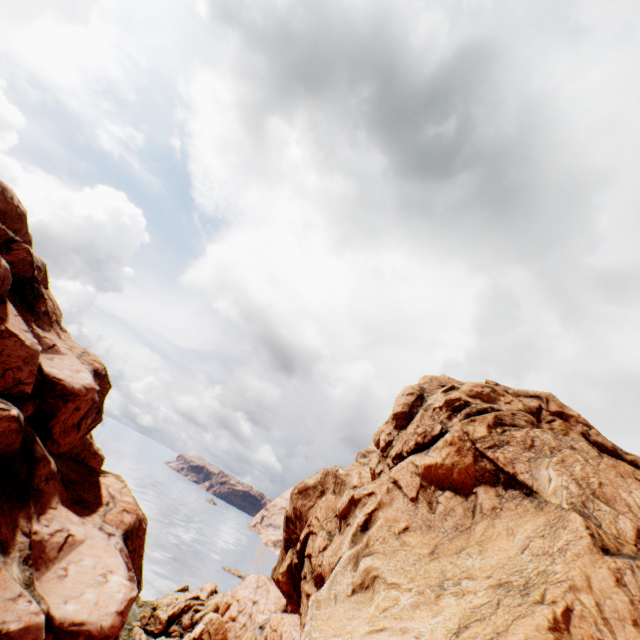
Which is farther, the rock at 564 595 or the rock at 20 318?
the rock at 20 318

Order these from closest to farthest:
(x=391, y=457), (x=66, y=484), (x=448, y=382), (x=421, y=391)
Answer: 1. (x=66, y=484)
2. (x=391, y=457)
3. (x=421, y=391)
4. (x=448, y=382)

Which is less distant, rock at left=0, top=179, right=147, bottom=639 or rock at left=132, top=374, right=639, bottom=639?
rock at left=132, top=374, right=639, bottom=639
